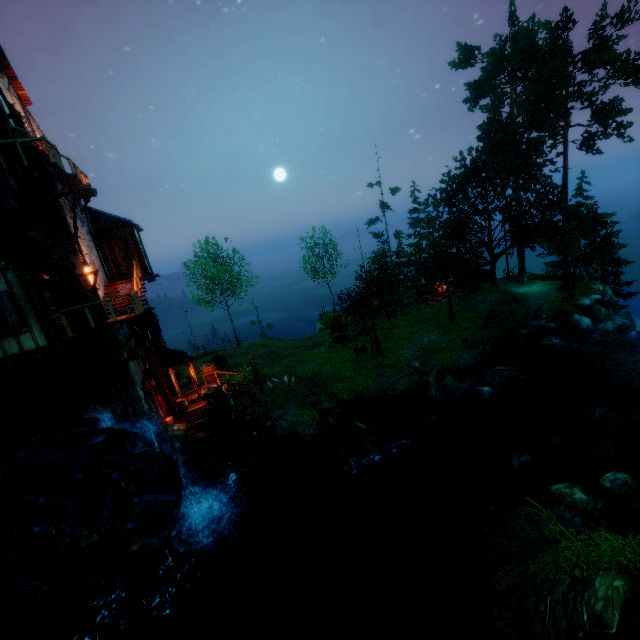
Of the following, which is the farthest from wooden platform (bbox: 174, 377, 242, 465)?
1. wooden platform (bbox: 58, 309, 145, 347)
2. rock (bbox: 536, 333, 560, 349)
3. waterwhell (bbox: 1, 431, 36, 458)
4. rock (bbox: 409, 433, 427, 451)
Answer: rock (bbox: 536, 333, 560, 349)

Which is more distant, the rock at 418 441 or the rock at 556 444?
the rock at 418 441

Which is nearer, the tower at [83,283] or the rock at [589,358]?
the tower at [83,283]

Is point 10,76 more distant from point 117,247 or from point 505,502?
point 505,502

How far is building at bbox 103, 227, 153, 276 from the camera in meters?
17.2

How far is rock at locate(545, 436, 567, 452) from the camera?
16.2 meters

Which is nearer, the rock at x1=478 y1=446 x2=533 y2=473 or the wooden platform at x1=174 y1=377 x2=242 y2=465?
the rock at x1=478 y1=446 x2=533 y2=473

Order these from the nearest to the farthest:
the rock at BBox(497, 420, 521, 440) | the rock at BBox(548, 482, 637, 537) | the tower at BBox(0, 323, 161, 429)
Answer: the rock at BBox(548, 482, 637, 537), the tower at BBox(0, 323, 161, 429), the rock at BBox(497, 420, 521, 440)
